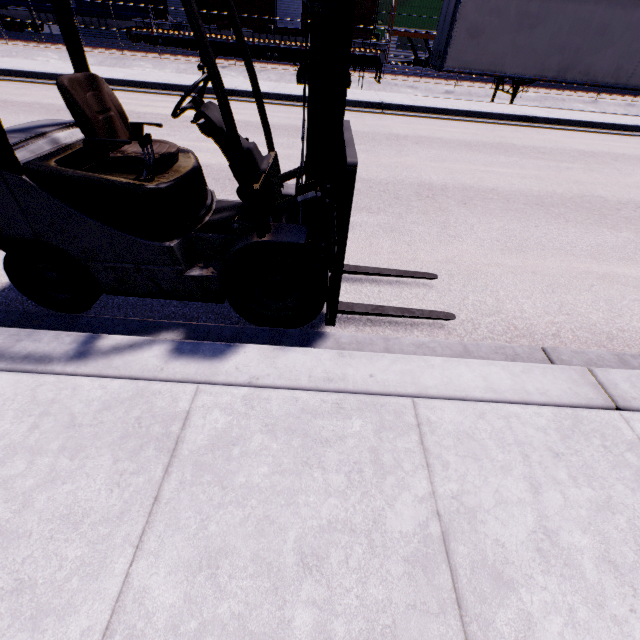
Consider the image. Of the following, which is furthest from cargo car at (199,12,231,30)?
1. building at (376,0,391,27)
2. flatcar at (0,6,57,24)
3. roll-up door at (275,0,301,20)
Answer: roll-up door at (275,0,301,20)

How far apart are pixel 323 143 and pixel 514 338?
2.2m

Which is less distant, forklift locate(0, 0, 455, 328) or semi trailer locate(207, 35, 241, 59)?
forklift locate(0, 0, 455, 328)

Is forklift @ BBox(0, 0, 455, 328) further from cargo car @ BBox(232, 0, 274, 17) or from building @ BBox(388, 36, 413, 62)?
cargo car @ BBox(232, 0, 274, 17)

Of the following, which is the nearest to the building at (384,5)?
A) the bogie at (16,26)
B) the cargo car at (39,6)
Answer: the cargo car at (39,6)

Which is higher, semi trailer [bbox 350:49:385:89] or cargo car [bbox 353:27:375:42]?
cargo car [bbox 353:27:375:42]

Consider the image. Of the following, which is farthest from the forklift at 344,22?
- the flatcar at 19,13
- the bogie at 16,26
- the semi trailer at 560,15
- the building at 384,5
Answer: the bogie at 16,26

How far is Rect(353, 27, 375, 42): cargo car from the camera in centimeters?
2006cm
